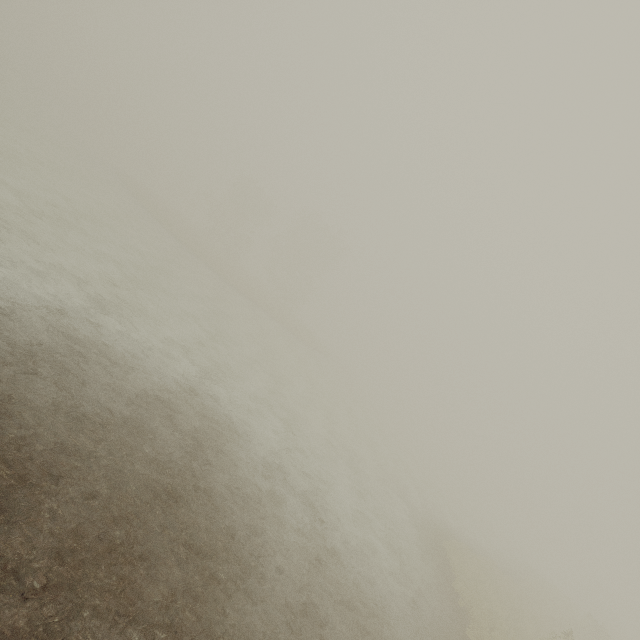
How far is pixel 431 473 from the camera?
36.1m
